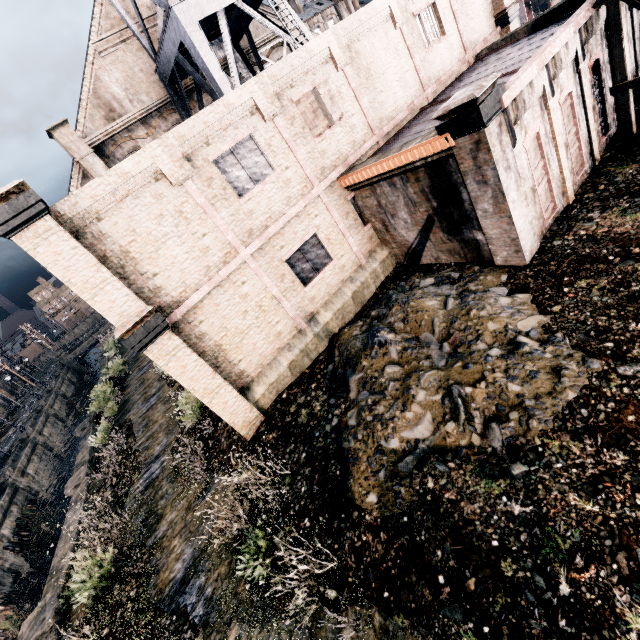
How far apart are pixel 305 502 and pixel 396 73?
19.1m

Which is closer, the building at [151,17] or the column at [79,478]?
the column at [79,478]

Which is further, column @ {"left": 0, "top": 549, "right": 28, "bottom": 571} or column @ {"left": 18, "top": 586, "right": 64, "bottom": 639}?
column @ {"left": 0, "top": 549, "right": 28, "bottom": 571}

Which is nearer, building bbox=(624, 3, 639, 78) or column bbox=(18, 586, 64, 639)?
column bbox=(18, 586, 64, 639)

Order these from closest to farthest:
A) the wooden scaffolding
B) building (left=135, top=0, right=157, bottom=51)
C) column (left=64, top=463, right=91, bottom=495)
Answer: the wooden scaffolding < column (left=64, top=463, right=91, bottom=495) < building (left=135, top=0, right=157, bottom=51)

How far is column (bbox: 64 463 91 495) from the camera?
18.80m

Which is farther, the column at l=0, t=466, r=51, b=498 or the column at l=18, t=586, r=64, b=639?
the column at l=0, t=466, r=51, b=498

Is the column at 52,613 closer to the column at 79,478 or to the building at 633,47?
the column at 79,478
